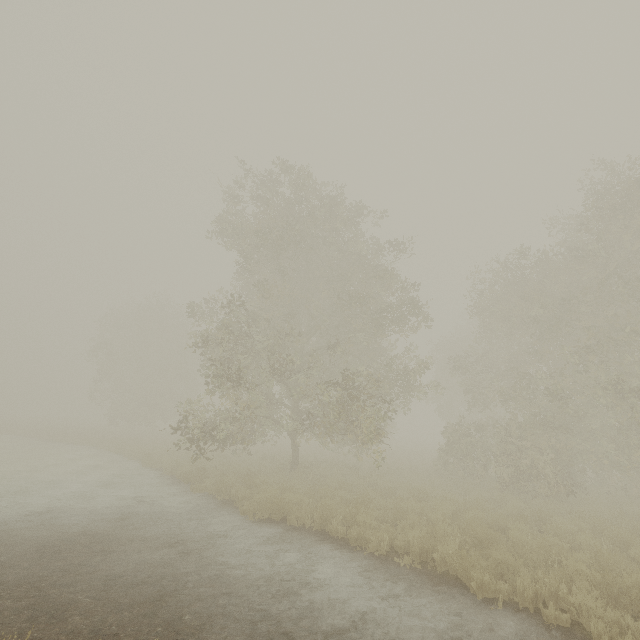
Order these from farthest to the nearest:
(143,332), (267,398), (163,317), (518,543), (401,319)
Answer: (163,317) → (143,332) → (267,398) → (401,319) → (518,543)
